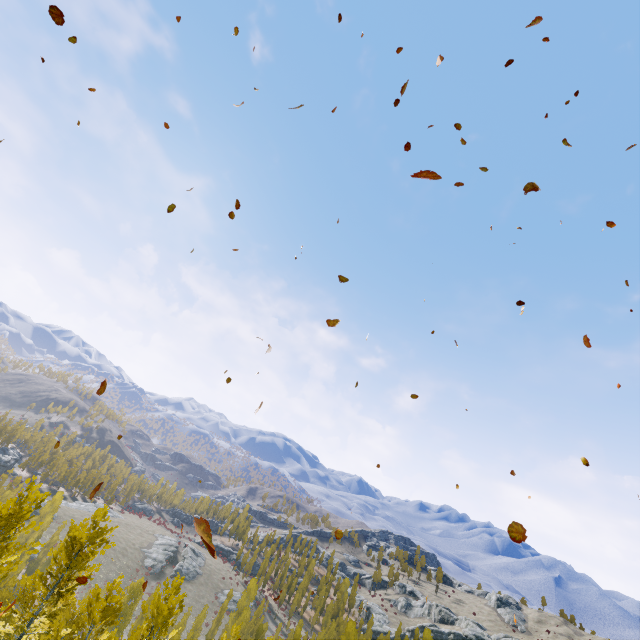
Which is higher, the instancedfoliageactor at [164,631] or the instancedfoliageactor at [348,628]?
the instancedfoliageactor at [164,631]

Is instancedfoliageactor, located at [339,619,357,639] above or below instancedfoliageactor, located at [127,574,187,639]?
below

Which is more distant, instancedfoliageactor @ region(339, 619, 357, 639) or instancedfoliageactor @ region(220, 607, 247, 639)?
instancedfoliageactor @ region(339, 619, 357, 639)

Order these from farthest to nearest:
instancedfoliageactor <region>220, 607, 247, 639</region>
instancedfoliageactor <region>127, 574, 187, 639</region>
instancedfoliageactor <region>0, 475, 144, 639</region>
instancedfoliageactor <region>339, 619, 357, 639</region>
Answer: instancedfoliageactor <region>339, 619, 357, 639</region>
instancedfoliageactor <region>220, 607, 247, 639</region>
instancedfoliageactor <region>127, 574, 187, 639</region>
instancedfoliageactor <region>0, 475, 144, 639</region>

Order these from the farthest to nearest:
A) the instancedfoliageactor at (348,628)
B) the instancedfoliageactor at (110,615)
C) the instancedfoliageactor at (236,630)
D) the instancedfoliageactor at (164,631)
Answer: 1. the instancedfoliageactor at (348,628)
2. the instancedfoliageactor at (236,630)
3. the instancedfoliageactor at (164,631)
4. the instancedfoliageactor at (110,615)

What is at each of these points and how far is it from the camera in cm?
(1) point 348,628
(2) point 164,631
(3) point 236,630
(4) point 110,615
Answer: (1) instancedfoliageactor, 5653
(2) instancedfoliageactor, 1712
(3) instancedfoliageactor, 2669
(4) instancedfoliageactor, 1518
